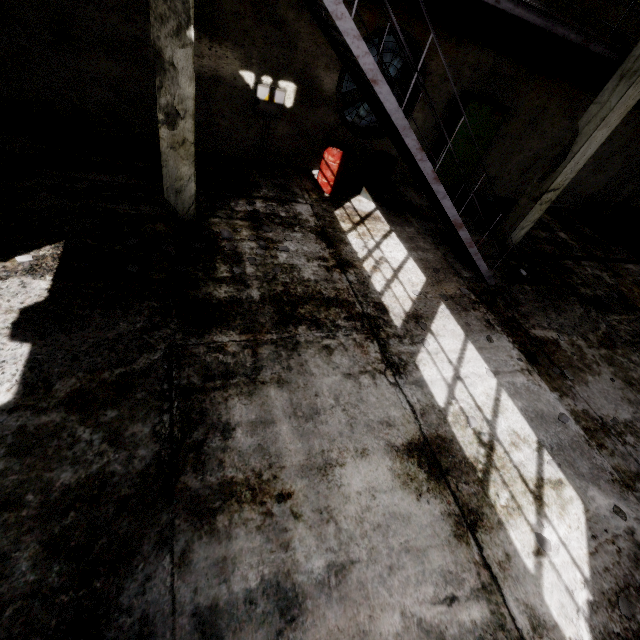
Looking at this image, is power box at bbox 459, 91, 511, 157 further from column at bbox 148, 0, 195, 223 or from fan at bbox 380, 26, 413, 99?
column at bbox 148, 0, 195, 223

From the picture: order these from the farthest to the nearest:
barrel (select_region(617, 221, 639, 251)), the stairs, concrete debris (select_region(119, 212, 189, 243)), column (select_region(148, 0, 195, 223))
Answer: barrel (select_region(617, 221, 639, 251)) < concrete debris (select_region(119, 212, 189, 243)) < column (select_region(148, 0, 195, 223)) < the stairs

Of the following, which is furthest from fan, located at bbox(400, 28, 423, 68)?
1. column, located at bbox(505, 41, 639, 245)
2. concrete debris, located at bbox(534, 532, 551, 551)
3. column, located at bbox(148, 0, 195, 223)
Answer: concrete debris, located at bbox(534, 532, 551, 551)

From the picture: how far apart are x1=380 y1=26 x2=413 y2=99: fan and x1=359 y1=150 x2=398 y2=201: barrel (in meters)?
0.75

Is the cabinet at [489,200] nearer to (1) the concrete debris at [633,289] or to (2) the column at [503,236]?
(2) the column at [503,236]

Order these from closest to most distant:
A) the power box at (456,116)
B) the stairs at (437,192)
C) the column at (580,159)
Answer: the stairs at (437,192), the column at (580,159), the power box at (456,116)

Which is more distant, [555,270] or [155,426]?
[555,270]

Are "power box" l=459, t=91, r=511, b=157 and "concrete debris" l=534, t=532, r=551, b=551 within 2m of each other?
no
